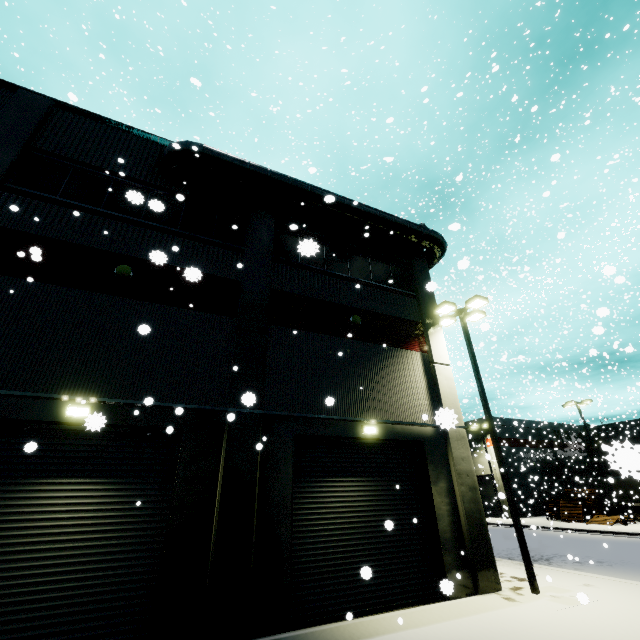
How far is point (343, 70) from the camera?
6.9 meters

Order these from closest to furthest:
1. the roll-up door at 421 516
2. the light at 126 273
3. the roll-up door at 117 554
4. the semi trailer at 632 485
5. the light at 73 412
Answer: the roll-up door at 117 554 < the light at 73 412 < the roll-up door at 421 516 < the light at 126 273 < the semi trailer at 632 485

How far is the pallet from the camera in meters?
27.1 m

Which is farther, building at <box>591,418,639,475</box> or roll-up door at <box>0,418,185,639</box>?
roll-up door at <box>0,418,185,639</box>

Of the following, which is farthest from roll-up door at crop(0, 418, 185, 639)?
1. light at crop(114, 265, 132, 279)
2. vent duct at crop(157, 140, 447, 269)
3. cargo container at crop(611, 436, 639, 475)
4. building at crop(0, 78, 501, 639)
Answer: light at crop(114, 265, 132, 279)

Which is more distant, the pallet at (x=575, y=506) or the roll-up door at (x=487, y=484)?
the roll-up door at (x=487, y=484)

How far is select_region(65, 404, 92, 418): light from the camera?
7.4 meters

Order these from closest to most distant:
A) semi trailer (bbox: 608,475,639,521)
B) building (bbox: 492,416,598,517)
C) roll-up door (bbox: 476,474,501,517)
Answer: semi trailer (bbox: 608,475,639,521) < building (bbox: 492,416,598,517) < roll-up door (bbox: 476,474,501,517)
